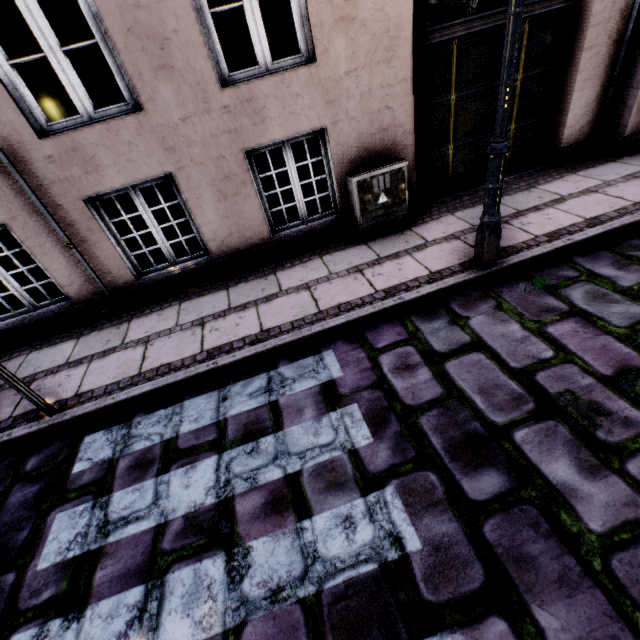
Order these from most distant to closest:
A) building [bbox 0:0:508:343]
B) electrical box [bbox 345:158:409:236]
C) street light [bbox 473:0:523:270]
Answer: electrical box [bbox 345:158:409:236], building [bbox 0:0:508:343], street light [bbox 473:0:523:270]

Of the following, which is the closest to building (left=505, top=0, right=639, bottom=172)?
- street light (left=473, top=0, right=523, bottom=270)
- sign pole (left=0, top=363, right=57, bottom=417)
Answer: street light (left=473, top=0, right=523, bottom=270)

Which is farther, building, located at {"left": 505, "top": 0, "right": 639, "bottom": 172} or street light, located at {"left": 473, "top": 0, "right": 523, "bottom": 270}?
building, located at {"left": 505, "top": 0, "right": 639, "bottom": 172}

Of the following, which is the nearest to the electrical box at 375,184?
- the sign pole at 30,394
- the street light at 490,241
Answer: the street light at 490,241

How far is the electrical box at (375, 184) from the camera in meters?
4.2

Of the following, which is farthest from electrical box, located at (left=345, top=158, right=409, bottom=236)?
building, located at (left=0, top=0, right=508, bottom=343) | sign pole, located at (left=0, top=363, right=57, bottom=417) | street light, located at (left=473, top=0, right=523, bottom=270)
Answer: sign pole, located at (left=0, top=363, right=57, bottom=417)

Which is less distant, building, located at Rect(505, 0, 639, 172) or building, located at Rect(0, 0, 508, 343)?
building, located at Rect(0, 0, 508, 343)

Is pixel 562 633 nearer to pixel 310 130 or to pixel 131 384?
pixel 131 384
